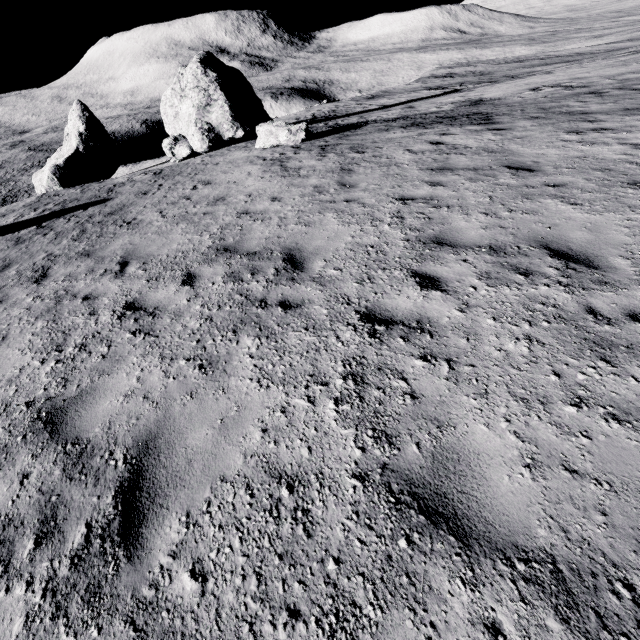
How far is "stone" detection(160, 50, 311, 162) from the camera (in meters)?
16.80

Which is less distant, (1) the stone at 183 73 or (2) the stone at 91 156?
(1) the stone at 183 73

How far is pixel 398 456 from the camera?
2.7m

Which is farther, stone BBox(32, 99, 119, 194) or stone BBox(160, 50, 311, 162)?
stone BBox(32, 99, 119, 194)

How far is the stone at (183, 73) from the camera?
16.8m

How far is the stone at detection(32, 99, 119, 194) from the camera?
24.7m
